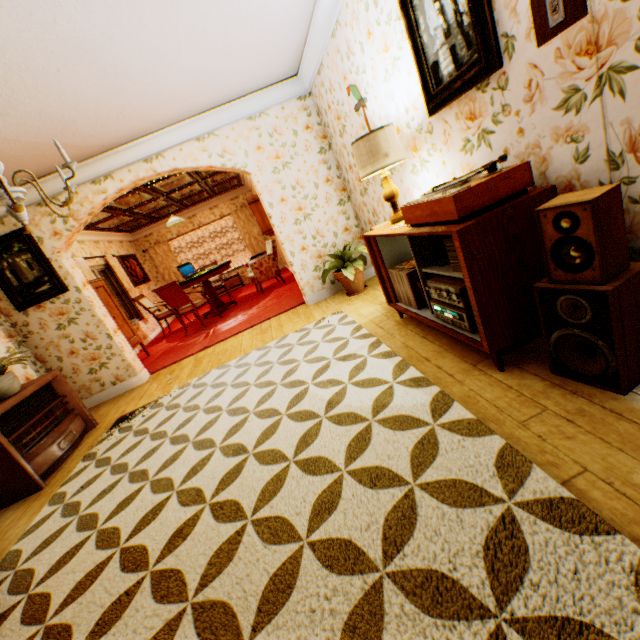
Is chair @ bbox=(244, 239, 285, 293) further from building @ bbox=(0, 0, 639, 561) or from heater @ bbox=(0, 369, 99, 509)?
heater @ bbox=(0, 369, 99, 509)

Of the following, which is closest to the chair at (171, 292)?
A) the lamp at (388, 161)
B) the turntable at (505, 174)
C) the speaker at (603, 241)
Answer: the lamp at (388, 161)

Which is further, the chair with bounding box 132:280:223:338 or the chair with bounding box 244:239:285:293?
the chair with bounding box 244:239:285:293

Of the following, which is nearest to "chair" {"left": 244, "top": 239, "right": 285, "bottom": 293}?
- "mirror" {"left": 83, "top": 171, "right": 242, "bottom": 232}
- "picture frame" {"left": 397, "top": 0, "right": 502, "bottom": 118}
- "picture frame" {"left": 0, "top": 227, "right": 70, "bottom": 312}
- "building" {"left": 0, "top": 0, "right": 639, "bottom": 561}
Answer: "building" {"left": 0, "top": 0, "right": 639, "bottom": 561}

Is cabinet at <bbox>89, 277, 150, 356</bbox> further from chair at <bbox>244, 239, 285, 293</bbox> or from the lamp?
the lamp

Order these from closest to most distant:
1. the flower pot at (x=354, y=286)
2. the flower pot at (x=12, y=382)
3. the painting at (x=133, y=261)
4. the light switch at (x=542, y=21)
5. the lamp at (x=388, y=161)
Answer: the light switch at (x=542, y=21), the lamp at (x=388, y=161), the flower pot at (x=12, y=382), the flower pot at (x=354, y=286), the painting at (x=133, y=261)

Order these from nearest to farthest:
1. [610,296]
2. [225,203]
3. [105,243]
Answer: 1. [610,296]
2. [105,243]
3. [225,203]

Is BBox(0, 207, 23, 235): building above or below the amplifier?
above
